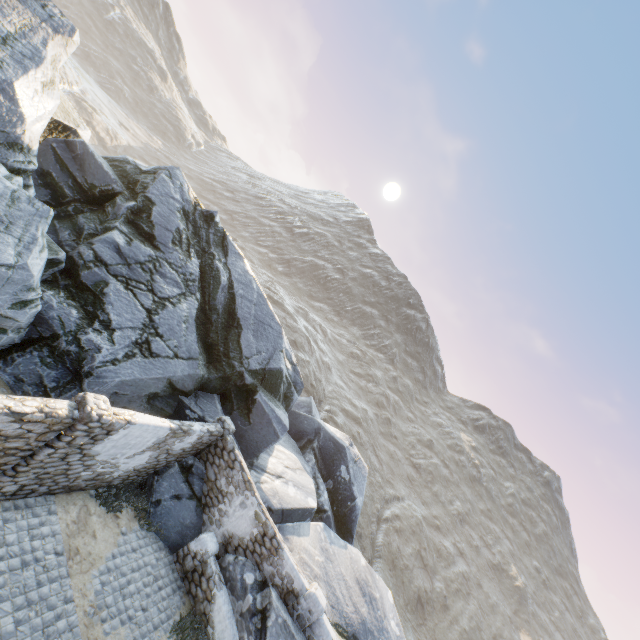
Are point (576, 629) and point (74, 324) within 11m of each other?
no

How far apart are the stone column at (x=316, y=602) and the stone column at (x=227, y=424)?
5.6 meters

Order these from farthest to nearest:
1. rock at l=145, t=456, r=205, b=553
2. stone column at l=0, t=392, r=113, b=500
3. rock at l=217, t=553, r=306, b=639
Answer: rock at l=145, t=456, r=205, b=553 → rock at l=217, t=553, r=306, b=639 → stone column at l=0, t=392, r=113, b=500

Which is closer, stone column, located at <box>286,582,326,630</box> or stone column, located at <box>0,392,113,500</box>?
stone column, located at <box>0,392,113,500</box>

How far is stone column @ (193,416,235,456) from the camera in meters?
12.1

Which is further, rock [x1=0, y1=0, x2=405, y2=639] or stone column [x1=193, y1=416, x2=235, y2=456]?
stone column [x1=193, y1=416, x2=235, y2=456]

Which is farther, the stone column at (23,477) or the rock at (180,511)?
the rock at (180,511)

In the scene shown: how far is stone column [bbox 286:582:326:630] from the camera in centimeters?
988cm
